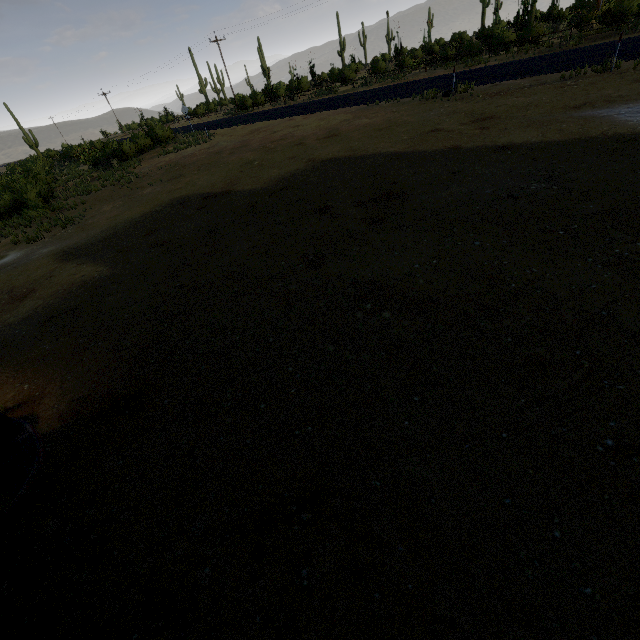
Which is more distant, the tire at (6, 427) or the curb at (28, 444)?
the tire at (6, 427)

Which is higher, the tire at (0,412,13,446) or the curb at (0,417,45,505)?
the tire at (0,412,13,446)

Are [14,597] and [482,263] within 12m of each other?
yes

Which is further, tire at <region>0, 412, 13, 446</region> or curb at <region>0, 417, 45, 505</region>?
tire at <region>0, 412, 13, 446</region>

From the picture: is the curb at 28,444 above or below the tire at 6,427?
below
